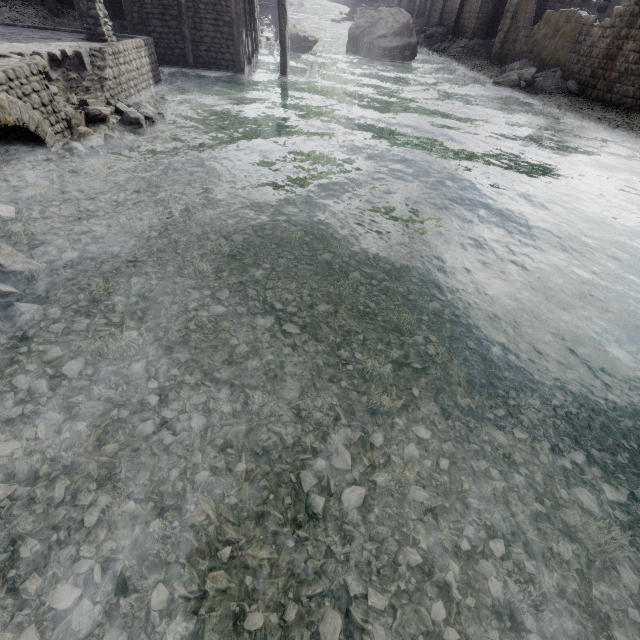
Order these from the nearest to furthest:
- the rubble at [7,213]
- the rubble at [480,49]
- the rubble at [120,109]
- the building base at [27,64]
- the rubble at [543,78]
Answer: the rubble at [7,213], the building base at [27,64], the rubble at [120,109], the rubble at [543,78], the rubble at [480,49]

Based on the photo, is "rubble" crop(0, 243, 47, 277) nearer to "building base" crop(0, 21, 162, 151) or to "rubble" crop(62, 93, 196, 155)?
"building base" crop(0, 21, 162, 151)

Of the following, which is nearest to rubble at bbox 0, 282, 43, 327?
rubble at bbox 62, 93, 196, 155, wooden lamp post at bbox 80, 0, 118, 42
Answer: rubble at bbox 62, 93, 196, 155

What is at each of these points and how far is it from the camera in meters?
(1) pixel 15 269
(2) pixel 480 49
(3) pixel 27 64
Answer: (1) rubble, 4.8
(2) rubble, 28.0
(3) building base, 7.2

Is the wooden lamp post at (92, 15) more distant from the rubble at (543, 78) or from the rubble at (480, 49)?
the rubble at (480, 49)

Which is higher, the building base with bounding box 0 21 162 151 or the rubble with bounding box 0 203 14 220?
the building base with bounding box 0 21 162 151

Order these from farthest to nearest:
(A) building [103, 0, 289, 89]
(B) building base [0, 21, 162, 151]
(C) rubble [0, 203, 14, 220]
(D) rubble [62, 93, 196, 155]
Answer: (A) building [103, 0, 289, 89], (D) rubble [62, 93, 196, 155], (B) building base [0, 21, 162, 151], (C) rubble [0, 203, 14, 220]

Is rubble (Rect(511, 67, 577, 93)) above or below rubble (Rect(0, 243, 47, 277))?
above
